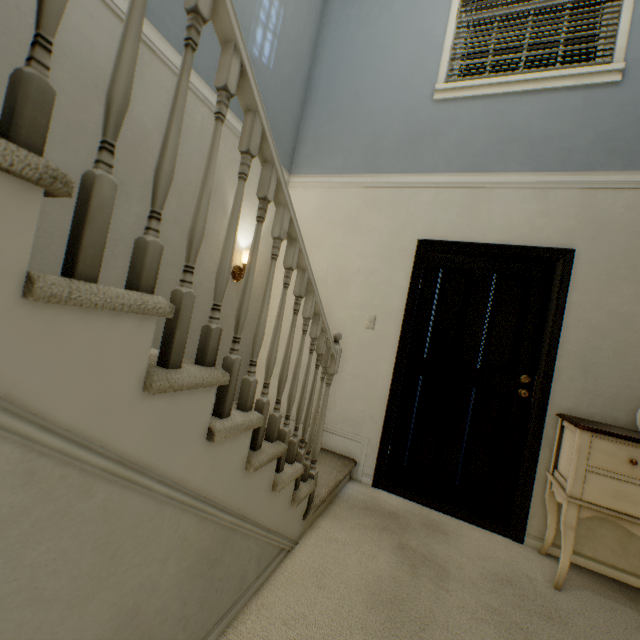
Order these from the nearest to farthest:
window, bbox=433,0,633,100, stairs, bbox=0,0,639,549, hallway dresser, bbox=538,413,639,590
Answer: stairs, bbox=0,0,639,549 < hallway dresser, bbox=538,413,639,590 < window, bbox=433,0,633,100

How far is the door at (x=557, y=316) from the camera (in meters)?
2.40

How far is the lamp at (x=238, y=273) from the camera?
2.78m

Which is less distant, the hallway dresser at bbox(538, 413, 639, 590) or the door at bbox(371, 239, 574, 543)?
the hallway dresser at bbox(538, 413, 639, 590)

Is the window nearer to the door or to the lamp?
the door

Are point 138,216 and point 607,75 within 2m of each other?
no

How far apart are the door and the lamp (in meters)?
1.39

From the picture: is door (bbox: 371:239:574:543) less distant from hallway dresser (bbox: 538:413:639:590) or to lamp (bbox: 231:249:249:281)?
hallway dresser (bbox: 538:413:639:590)
